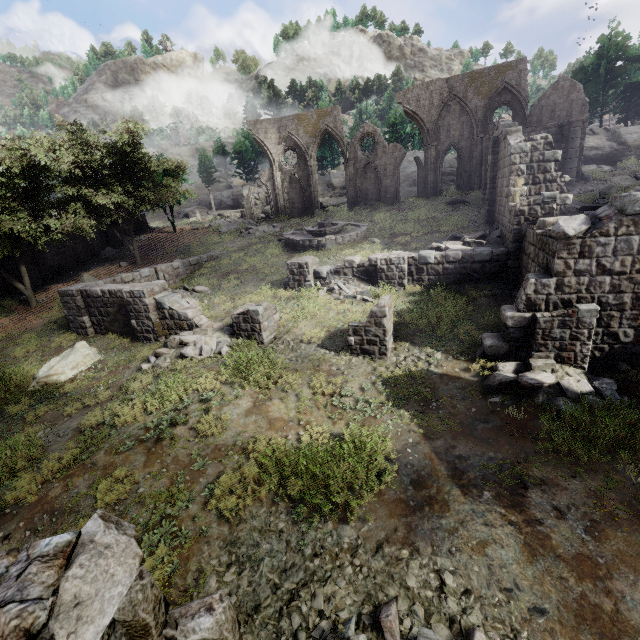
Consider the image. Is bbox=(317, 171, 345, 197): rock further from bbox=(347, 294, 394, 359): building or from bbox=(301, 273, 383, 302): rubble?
bbox=(301, 273, 383, 302): rubble

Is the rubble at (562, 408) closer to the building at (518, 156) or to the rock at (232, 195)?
the building at (518, 156)

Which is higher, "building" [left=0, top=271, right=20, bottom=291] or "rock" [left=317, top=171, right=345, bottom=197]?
"rock" [left=317, top=171, right=345, bottom=197]

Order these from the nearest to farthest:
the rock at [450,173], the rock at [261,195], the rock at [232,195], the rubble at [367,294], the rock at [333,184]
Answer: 1. the rubble at [367,294]
2. the rock at [450,173]
3. the rock at [333,184]
4. the rock at [261,195]
5. the rock at [232,195]

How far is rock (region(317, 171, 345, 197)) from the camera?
47.4m

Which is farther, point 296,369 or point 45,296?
point 45,296

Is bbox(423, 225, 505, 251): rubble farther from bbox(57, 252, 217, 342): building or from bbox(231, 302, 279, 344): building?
bbox(57, 252, 217, 342): building

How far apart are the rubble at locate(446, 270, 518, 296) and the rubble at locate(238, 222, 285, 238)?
18.7m
